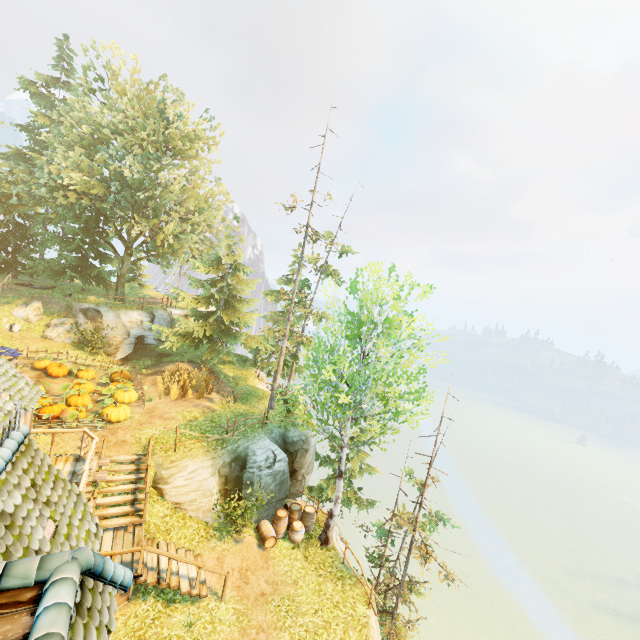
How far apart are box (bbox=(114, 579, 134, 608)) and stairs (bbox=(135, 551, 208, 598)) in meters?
0.8 m

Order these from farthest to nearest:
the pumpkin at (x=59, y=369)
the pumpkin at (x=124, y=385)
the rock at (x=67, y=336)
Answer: the rock at (x=67, y=336), the pumpkin at (x=59, y=369), the pumpkin at (x=124, y=385)

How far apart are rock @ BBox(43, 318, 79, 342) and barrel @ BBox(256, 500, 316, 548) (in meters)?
20.14

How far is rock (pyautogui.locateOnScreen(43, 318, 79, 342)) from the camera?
23.09m

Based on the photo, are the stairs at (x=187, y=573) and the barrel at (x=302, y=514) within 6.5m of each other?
yes

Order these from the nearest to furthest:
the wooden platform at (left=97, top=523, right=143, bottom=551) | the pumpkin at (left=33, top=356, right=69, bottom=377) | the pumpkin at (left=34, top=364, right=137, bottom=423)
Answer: the wooden platform at (left=97, top=523, right=143, bottom=551) < the pumpkin at (left=34, top=364, right=137, bottom=423) < the pumpkin at (left=33, top=356, right=69, bottom=377)

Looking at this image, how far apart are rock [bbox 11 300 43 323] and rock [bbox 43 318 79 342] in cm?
44

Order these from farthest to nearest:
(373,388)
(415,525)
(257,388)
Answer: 1. (257,388)
2. (373,388)
3. (415,525)
